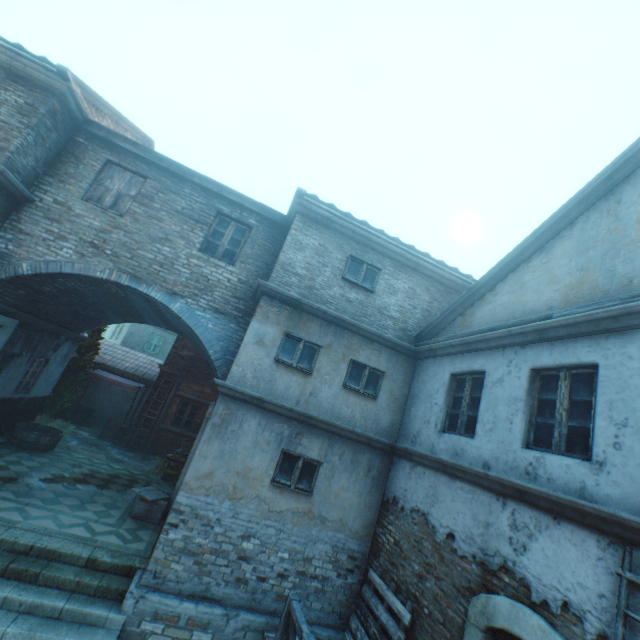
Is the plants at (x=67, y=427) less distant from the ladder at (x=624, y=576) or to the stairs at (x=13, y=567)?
the stairs at (x=13, y=567)

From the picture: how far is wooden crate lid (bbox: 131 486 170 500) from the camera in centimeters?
840cm

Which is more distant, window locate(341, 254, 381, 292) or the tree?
the tree

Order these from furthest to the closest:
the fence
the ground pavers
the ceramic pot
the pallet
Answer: the ground pavers → the ceramic pot → the pallet → the fence

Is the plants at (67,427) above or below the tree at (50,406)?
below

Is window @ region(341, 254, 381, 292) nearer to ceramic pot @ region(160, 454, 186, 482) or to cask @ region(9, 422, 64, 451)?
ceramic pot @ region(160, 454, 186, 482)

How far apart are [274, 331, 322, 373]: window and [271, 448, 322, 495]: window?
1.8m

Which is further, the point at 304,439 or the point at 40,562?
the point at 304,439
